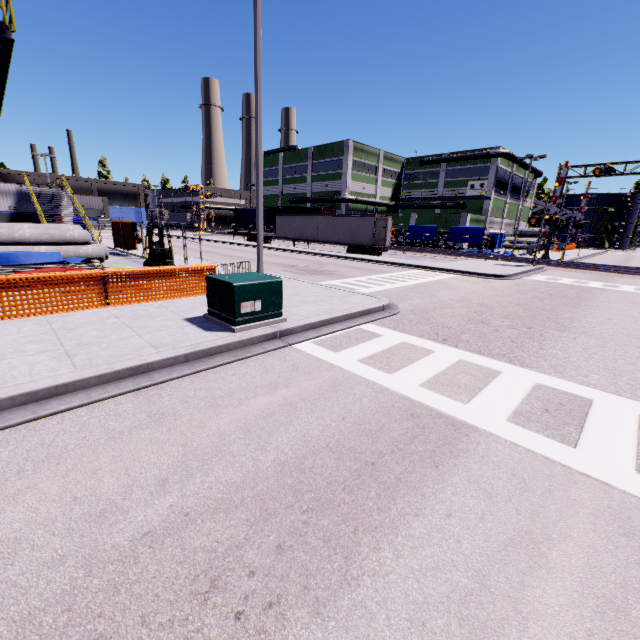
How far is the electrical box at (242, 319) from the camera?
7.1m

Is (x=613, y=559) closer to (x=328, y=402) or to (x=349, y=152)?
(x=328, y=402)

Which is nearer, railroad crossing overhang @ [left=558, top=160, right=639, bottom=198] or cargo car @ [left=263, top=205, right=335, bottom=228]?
railroad crossing overhang @ [left=558, top=160, right=639, bottom=198]

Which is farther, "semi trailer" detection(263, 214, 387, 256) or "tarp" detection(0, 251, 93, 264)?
"semi trailer" detection(263, 214, 387, 256)

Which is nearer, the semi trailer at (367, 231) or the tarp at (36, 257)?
the tarp at (36, 257)

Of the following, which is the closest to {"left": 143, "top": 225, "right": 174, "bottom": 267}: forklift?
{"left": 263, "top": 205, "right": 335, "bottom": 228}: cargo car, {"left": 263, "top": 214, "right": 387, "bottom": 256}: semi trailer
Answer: {"left": 263, "top": 214, "right": 387, "bottom": 256}: semi trailer

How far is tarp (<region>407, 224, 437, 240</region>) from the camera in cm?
4088

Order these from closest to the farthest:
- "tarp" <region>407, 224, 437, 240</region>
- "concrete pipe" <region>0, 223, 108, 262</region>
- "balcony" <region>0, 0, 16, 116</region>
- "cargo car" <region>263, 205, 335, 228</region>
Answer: "balcony" <region>0, 0, 16, 116</region> < "concrete pipe" <region>0, 223, 108, 262</region> < "tarp" <region>407, 224, 437, 240</region> < "cargo car" <region>263, 205, 335, 228</region>
